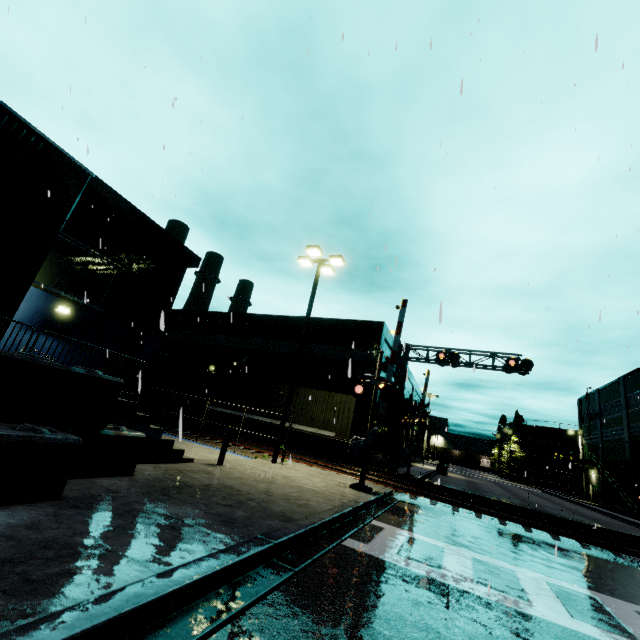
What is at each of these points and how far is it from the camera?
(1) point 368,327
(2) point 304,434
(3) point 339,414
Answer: (1) building, 26.3 meters
(2) flatcar, 20.2 meters
(3) cargo container, 19.9 meters

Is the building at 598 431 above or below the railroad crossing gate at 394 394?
above

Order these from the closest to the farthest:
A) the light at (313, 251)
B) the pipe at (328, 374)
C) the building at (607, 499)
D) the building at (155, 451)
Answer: the building at (155, 451)
the light at (313, 251)
the pipe at (328, 374)
the building at (607, 499)

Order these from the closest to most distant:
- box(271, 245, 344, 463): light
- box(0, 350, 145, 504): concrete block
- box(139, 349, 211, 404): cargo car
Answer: box(0, 350, 145, 504): concrete block < box(271, 245, 344, 463): light < box(139, 349, 211, 404): cargo car

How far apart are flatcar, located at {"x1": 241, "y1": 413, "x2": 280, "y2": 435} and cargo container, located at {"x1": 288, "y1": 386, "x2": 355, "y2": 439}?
0.0 meters

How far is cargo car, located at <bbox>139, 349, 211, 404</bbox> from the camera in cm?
2533

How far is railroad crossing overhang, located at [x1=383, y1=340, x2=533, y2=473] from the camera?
20.2 meters
